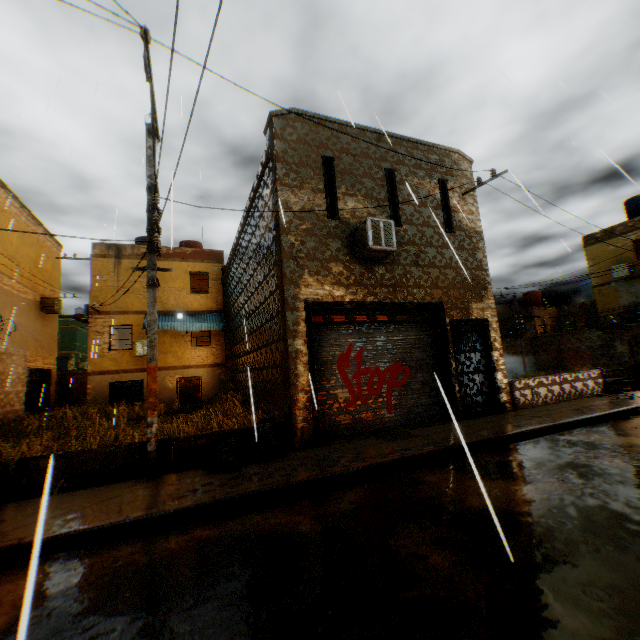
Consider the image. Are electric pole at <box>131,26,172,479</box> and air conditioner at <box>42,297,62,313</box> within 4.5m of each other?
no

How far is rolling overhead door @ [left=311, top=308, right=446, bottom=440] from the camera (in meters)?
7.96

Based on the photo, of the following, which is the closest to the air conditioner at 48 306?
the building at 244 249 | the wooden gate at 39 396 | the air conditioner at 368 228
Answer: the building at 244 249

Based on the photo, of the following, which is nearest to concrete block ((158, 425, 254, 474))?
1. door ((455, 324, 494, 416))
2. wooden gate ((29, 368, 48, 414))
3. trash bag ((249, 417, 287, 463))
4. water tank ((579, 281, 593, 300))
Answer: trash bag ((249, 417, 287, 463))

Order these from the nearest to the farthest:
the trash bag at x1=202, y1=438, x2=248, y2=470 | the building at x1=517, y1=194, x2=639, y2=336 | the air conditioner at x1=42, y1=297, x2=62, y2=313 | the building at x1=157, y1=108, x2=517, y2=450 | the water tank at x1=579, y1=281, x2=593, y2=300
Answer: the trash bag at x1=202, y1=438, x2=248, y2=470
the building at x1=157, y1=108, x2=517, y2=450
the air conditioner at x1=42, y1=297, x2=62, y2=313
the building at x1=517, y1=194, x2=639, y2=336
the water tank at x1=579, y1=281, x2=593, y2=300

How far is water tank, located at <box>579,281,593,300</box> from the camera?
31.62m

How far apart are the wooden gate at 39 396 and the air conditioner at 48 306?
3.2m

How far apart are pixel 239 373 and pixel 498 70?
12.71m
